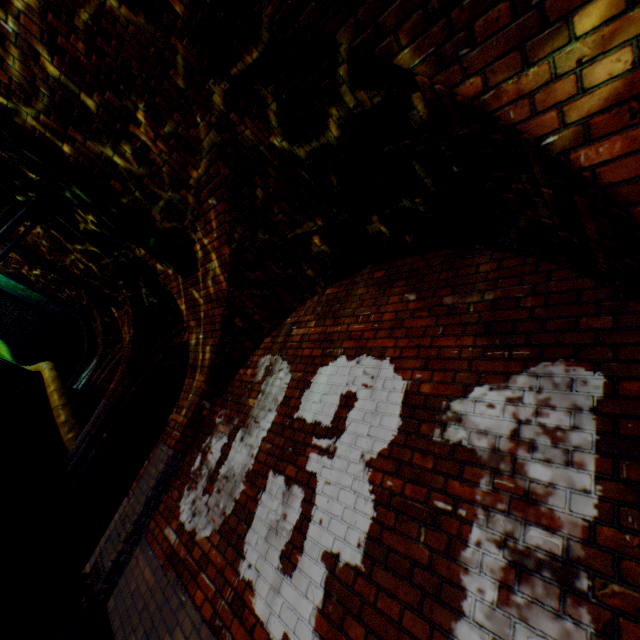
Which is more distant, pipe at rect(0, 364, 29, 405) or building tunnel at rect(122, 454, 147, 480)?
building tunnel at rect(122, 454, 147, 480)

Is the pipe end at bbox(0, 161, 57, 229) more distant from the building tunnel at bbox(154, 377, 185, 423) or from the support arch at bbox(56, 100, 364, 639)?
the building tunnel at bbox(154, 377, 185, 423)

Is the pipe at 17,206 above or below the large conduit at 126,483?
above

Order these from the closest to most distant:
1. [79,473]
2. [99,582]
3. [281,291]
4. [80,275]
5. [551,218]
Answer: [551,218], [99,582], [281,291], [79,473], [80,275]

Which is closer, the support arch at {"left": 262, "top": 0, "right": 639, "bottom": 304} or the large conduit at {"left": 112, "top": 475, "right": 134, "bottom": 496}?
the support arch at {"left": 262, "top": 0, "right": 639, "bottom": 304}

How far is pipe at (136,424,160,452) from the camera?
11.2m

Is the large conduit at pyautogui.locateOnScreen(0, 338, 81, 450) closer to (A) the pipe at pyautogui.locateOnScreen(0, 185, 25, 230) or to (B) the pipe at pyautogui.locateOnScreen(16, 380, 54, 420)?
(B) the pipe at pyautogui.locateOnScreen(16, 380, 54, 420)

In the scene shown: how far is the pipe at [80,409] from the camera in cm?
1007
